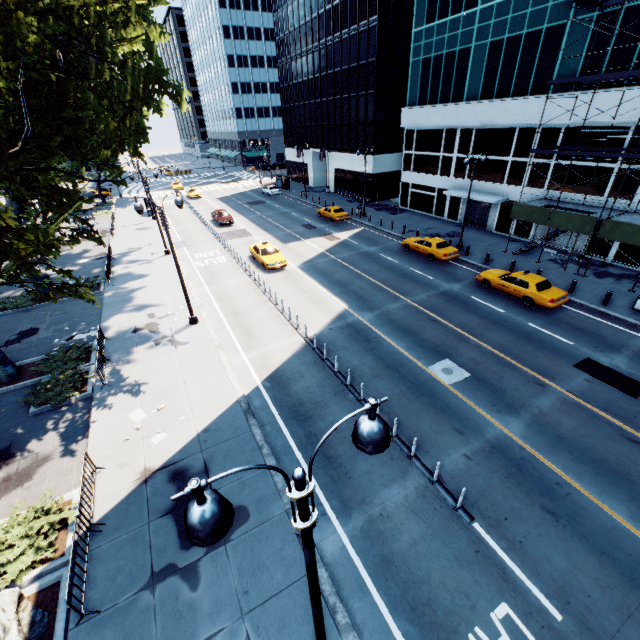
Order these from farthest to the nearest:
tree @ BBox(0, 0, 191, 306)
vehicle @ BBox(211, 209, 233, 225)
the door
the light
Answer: vehicle @ BBox(211, 209, 233, 225), the door, tree @ BBox(0, 0, 191, 306), the light

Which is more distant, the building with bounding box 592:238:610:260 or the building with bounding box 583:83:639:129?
the building with bounding box 592:238:610:260

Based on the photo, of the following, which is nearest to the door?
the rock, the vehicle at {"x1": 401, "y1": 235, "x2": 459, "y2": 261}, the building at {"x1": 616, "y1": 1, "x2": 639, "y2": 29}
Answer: the building at {"x1": 616, "y1": 1, "x2": 639, "y2": 29}

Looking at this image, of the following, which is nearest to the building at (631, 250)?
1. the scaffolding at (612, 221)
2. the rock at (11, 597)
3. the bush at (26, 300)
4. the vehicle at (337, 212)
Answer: the scaffolding at (612, 221)

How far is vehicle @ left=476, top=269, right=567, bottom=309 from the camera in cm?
1867

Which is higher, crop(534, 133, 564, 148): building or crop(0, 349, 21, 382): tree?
crop(534, 133, 564, 148): building

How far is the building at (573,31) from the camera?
21.7 meters

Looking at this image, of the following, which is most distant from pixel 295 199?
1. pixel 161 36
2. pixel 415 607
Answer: pixel 415 607
